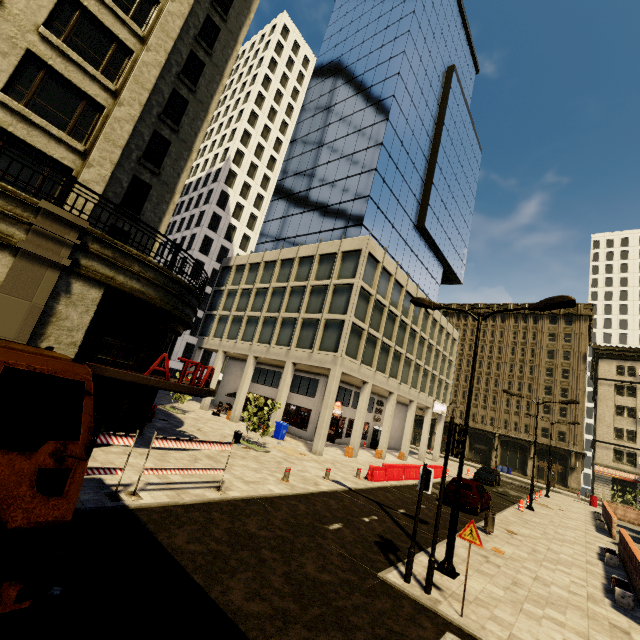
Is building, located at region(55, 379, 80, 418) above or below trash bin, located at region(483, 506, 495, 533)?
above

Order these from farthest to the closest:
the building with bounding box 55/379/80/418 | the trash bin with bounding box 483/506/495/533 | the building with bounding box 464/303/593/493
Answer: the building with bounding box 464/303/593/493
the trash bin with bounding box 483/506/495/533
the building with bounding box 55/379/80/418

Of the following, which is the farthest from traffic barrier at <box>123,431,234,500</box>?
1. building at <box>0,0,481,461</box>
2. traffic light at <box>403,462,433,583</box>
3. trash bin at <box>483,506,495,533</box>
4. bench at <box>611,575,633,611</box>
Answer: bench at <box>611,575,633,611</box>

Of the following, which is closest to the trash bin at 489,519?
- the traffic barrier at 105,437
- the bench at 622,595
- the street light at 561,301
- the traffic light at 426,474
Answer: the bench at 622,595

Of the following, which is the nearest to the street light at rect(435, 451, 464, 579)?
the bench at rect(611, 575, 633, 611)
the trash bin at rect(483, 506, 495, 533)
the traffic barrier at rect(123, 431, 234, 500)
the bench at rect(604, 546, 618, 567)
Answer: the bench at rect(611, 575, 633, 611)

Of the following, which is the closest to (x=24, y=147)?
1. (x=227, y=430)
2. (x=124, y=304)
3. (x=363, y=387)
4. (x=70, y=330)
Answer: (x=124, y=304)

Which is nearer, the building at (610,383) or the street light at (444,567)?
the street light at (444,567)

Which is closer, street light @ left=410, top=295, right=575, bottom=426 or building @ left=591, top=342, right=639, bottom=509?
street light @ left=410, top=295, right=575, bottom=426
